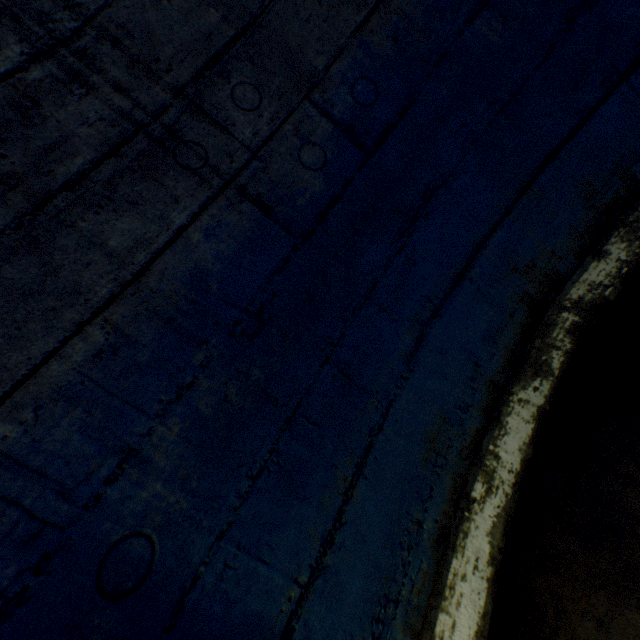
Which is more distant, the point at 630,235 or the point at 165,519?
the point at 630,235
